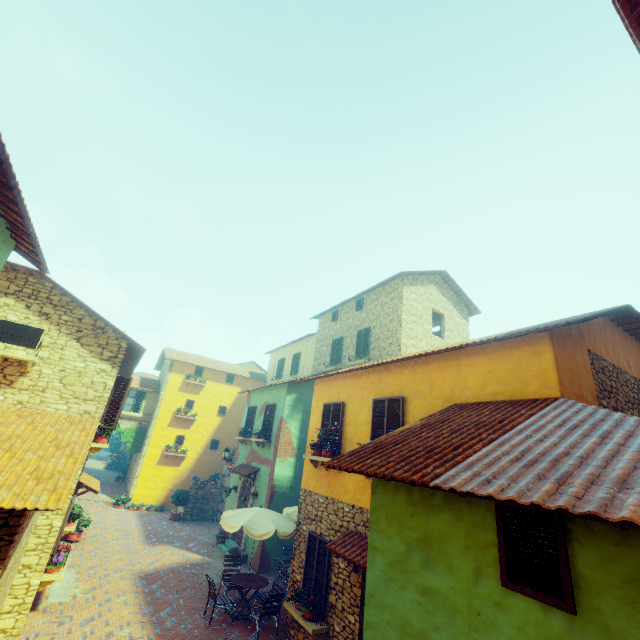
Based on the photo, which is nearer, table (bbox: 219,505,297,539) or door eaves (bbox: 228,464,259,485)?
table (bbox: 219,505,297,539)

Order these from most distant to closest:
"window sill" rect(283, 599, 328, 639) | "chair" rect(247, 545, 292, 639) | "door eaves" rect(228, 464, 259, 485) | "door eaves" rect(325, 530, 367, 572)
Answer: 1. "door eaves" rect(228, 464, 259, 485)
2. "chair" rect(247, 545, 292, 639)
3. "window sill" rect(283, 599, 328, 639)
4. "door eaves" rect(325, 530, 367, 572)

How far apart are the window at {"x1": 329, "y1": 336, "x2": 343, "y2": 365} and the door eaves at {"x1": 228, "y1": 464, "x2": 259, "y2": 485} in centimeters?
693cm

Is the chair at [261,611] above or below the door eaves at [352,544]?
below

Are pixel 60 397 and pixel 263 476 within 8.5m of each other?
no

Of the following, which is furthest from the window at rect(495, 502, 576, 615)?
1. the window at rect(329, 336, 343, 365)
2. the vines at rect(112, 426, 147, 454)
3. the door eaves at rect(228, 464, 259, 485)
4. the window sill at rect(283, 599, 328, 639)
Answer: the window at rect(329, 336, 343, 365)

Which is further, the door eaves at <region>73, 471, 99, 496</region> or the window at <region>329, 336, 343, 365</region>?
the window at <region>329, 336, 343, 365</region>

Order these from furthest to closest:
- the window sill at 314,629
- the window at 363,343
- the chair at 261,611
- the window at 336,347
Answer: the window at 336,347 < the window at 363,343 < the chair at 261,611 < the window sill at 314,629
